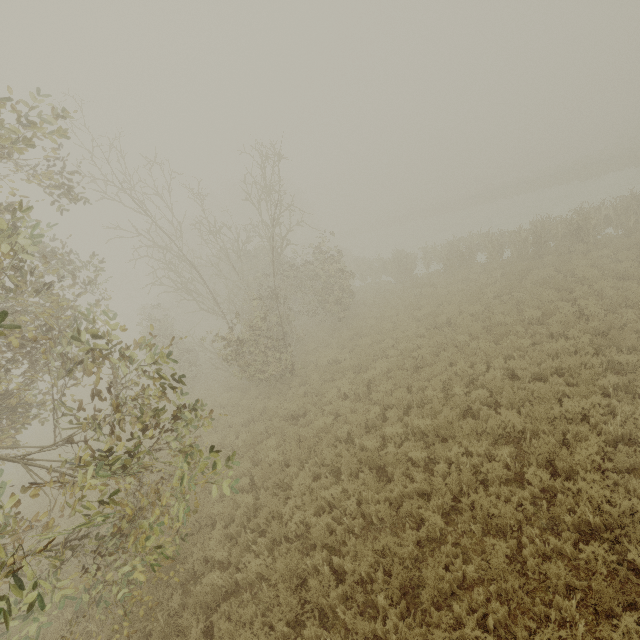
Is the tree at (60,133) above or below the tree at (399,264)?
above

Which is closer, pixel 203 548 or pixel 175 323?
pixel 203 548

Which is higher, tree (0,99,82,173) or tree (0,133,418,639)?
tree (0,99,82,173)
